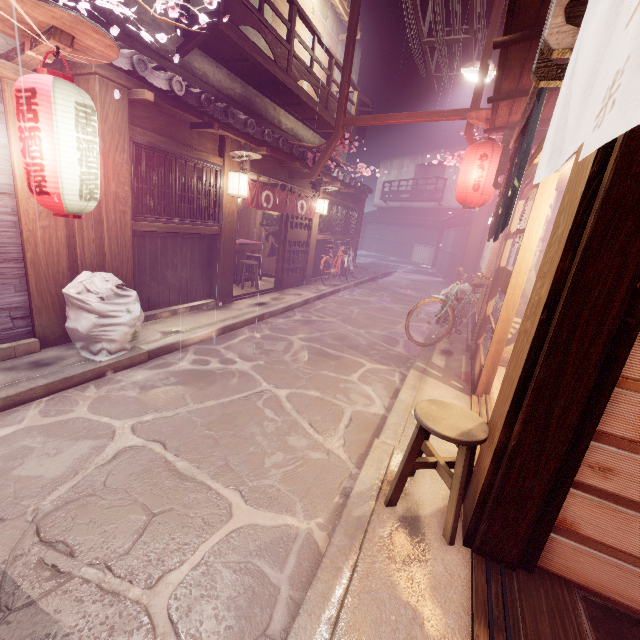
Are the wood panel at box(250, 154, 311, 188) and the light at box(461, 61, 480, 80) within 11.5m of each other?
yes

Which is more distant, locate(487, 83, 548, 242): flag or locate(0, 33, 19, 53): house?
locate(0, 33, 19, 53): house

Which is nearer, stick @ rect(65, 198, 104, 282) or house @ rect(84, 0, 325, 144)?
stick @ rect(65, 198, 104, 282)

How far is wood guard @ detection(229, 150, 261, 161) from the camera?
10.4 meters

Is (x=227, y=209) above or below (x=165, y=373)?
above

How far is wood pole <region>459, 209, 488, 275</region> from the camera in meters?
21.7 m

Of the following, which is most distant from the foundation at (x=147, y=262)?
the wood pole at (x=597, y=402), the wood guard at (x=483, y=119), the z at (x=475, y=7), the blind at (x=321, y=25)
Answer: the blind at (x=321, y=25)

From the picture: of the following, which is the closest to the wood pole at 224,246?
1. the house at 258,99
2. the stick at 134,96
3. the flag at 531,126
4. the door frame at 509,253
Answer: the house at 258,99
